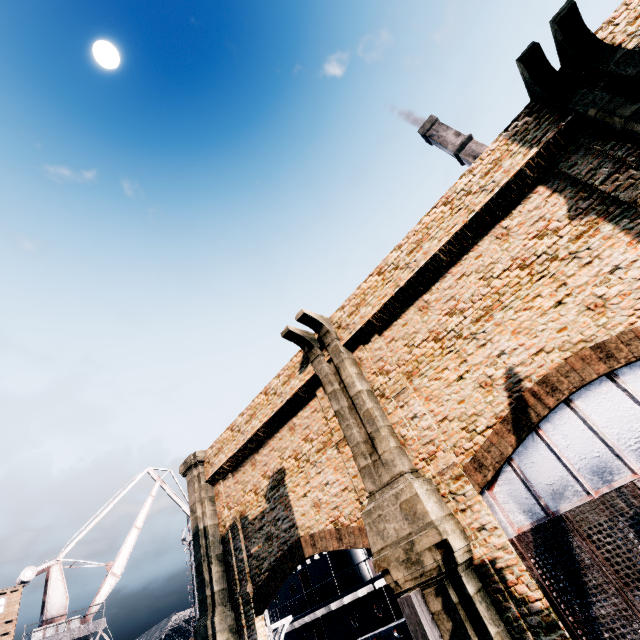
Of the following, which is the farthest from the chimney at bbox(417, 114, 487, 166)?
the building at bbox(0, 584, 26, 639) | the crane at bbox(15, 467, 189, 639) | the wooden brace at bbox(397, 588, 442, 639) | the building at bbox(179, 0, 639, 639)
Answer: the building at bbox(0, 584, 26, 639)

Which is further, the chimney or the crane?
the chimney

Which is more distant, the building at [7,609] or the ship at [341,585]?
the building at [7,609]

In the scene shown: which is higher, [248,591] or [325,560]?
[325,560]

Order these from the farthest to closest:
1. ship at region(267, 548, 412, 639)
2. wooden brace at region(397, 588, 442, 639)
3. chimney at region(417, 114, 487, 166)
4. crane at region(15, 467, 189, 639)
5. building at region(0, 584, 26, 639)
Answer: chimney at region(417, 114, 487, 166) → crane at region(15, 467, 189, 639) → building at region(0, 584, 26, 639) → ship at region(267, 548, 412, 639) → wooden brace at region(397, 588, 442, 639)

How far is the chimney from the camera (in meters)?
48.66

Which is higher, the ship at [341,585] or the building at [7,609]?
the building at [7,609]
